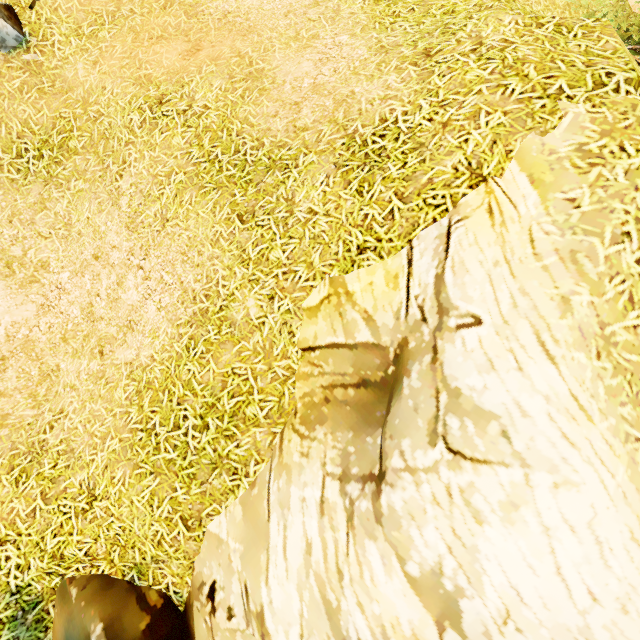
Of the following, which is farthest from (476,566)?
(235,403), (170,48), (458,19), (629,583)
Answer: (170,48)

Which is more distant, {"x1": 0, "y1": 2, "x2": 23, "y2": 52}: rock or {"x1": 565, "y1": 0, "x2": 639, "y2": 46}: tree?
{"x1": 565, "y1": 0, "x2": 639, "y2": 46}: tree

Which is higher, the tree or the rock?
the tree

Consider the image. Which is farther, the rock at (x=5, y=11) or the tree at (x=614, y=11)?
the tree at (x=614, y=11)

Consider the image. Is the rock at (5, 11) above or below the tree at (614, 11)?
below
